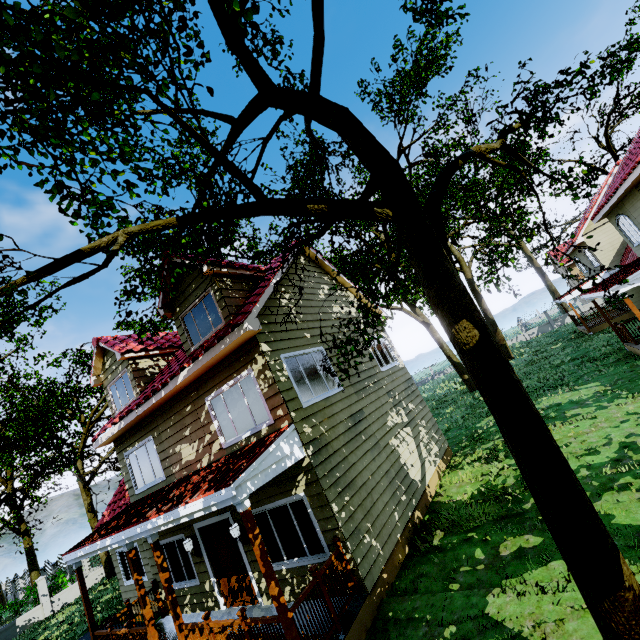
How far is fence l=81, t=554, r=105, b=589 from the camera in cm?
2110

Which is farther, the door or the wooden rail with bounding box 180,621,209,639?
the door

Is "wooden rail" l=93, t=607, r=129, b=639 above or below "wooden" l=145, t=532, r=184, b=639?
below

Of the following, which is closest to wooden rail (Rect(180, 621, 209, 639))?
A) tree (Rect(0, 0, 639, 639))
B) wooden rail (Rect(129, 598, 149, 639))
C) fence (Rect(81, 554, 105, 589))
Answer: wooden rail (Rect(129, 598, 149, 639))

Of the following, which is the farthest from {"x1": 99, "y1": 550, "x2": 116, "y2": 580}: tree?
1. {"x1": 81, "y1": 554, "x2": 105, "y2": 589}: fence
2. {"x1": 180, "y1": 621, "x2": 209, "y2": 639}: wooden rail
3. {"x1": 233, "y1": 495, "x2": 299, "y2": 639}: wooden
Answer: {"x1": 180, "y1": 621, "x2": 209, "y2": 639}: wooden rail

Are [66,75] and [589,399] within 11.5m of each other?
no

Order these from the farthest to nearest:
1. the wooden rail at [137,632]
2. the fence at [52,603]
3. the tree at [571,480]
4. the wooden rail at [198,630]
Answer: the fence at [52,603] < the wooden rail at [137,632] < the wooden rail at [198,630] < the tree at [571,480]

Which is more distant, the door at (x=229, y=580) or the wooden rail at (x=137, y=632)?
the door at (x=229, y=580)
